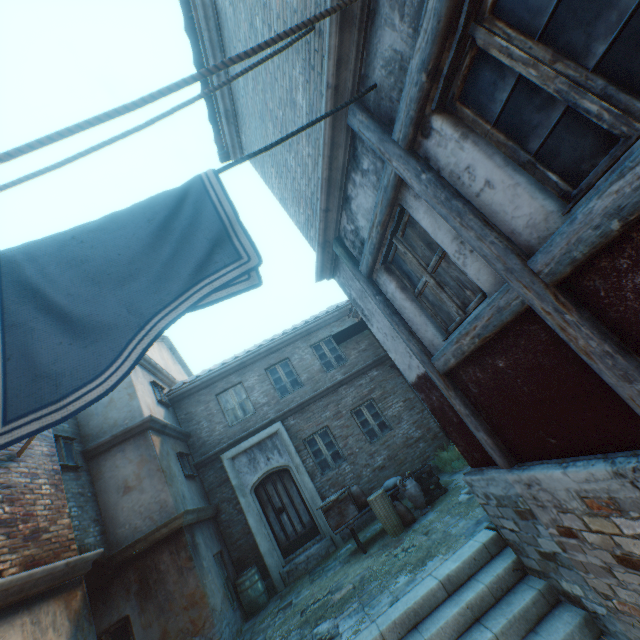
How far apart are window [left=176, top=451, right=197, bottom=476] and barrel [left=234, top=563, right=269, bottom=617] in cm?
293

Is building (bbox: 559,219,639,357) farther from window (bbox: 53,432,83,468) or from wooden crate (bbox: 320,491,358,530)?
wooden crate (bbox: 320,491,358,530)

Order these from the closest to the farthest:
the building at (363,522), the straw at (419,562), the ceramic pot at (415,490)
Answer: the straw at (419,562)
the ceramic pot at (415,490)
the building at (363,522)

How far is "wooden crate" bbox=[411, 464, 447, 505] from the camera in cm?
817

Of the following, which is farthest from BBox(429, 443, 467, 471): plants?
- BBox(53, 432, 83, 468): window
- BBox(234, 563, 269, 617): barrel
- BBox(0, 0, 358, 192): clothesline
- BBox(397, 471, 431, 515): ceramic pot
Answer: BBox(0, 0, 358, 192): clothesline

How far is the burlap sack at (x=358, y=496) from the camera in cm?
820

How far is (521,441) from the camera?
3.3m

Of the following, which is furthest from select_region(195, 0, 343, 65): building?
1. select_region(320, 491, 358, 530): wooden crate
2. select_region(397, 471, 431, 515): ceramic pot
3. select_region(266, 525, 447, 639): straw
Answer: select_region(397, 471, 431, 515): ceramic pot
